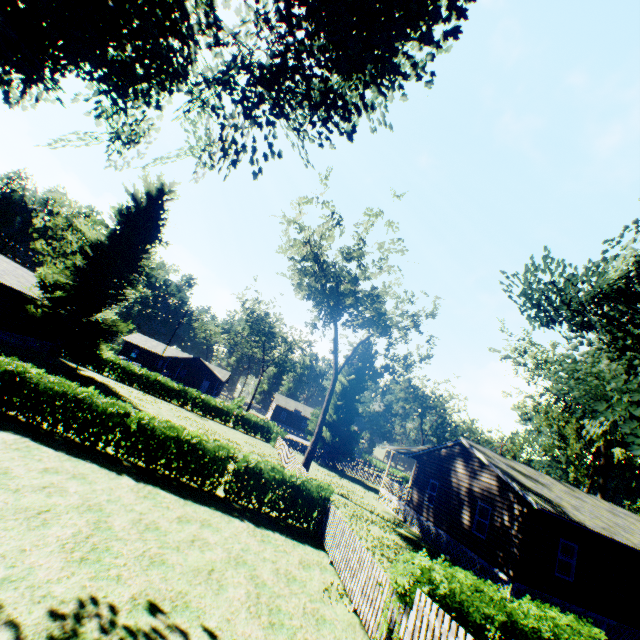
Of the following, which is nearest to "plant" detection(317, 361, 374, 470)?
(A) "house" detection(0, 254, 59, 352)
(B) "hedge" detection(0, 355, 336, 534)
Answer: (A) "house" detection(0, 254, 59, 352)

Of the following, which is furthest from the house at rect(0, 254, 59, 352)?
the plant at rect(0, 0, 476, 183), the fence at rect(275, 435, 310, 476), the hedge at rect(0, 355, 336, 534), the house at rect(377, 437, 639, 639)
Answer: the house at rect(377, 437, 639, 639)

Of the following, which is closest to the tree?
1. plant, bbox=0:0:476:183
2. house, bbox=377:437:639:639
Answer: house, bbox=377:437:639:639

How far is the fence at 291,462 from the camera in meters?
20.0

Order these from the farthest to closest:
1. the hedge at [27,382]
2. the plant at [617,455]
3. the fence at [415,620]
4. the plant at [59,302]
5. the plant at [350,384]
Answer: the plant at [350,384]
the plant at [59,302]
the plant at [617,455]
the hedge at [27,382]
the fence at [415,620]

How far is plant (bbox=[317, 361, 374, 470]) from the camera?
36.9 meters

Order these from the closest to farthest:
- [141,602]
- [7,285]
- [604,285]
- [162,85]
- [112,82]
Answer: [141,602] < [112,82] < [162,85] < [604,285] < [7,285]
